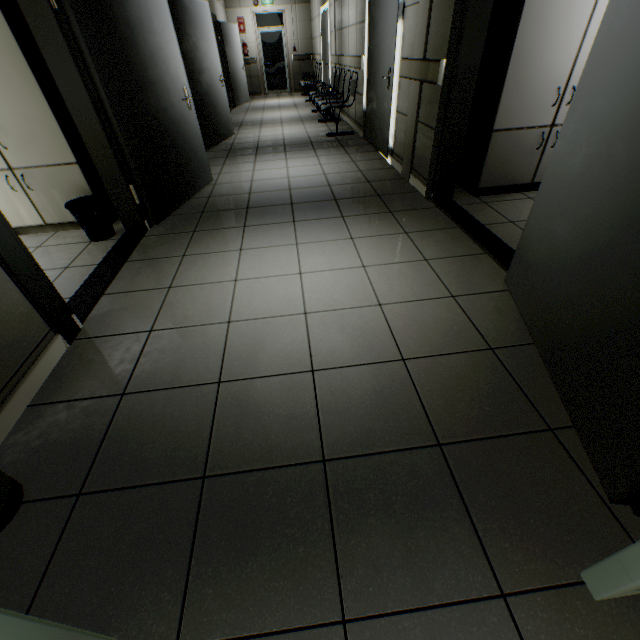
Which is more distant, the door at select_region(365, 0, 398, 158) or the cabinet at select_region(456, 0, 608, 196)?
the door at select_region(365, 0, 398, 158)

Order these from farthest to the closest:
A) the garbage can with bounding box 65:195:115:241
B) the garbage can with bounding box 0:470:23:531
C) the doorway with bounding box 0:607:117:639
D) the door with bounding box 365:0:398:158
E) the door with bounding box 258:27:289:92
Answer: the door with bounding box 258:27:289:92 < the door with bounding box 365:0:398:158 < the garbage can with bounding box 65:195:115:241 < the garbage can with bounding box 0:470:23:531 < the doorway with bounding box 0:607:117:639

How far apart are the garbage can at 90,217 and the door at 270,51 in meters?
12.9 m

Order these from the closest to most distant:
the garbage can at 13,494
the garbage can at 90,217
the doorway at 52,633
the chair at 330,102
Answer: the doorway at 52,633
the garbage can at 13,494
the garbage can at 90,217
the chair at 330,102

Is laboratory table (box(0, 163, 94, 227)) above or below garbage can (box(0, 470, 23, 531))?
above

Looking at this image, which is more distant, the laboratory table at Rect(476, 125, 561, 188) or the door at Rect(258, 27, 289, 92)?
the door at Rect(258, 27, 289, 92)

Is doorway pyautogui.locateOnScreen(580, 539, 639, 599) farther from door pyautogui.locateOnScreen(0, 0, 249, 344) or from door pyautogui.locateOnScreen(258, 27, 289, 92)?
door pyautogui.locateOnScreen(258, 27, 289, 92)

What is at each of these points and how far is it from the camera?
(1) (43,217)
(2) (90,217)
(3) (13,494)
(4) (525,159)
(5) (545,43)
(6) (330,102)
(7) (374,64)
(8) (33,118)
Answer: (1) laboratory table, 3.24m
(2) garbage can, 3.08m
(3) garbage can, 1.25m
(4) laboratory table, 3.25m
(5) cabinet, 2.66m
(6) chair, 5.92m
(7) door, 4.78m
(8) cabinet, 2.73m
